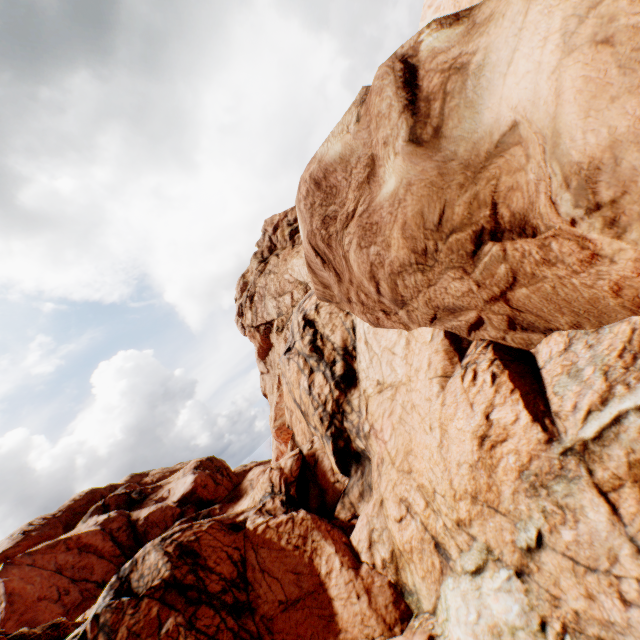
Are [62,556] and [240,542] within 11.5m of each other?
no
